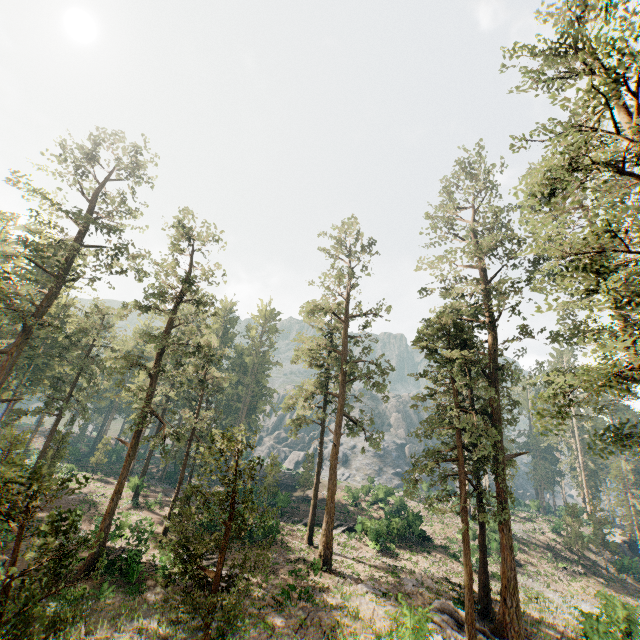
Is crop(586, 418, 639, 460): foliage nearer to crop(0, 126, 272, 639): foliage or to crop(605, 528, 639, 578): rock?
crop(0, 126, 272, 639): foliage

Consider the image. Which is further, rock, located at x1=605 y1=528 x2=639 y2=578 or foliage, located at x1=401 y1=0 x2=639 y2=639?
rock, located at x1=605 y1=528 x2=639 y2=578

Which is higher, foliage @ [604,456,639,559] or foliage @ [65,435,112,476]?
foliage @ [604,456,639,559]

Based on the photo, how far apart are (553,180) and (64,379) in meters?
62.3 m

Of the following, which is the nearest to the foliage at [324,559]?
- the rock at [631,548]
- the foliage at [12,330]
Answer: the foliage at [12,330]

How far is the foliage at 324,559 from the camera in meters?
27.3 m

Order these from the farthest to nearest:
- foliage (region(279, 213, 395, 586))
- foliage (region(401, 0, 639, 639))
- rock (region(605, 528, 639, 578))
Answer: rock (region(605, 528, 639, 578)), foliage (region(279, 213, 395, 586)), foliage (region(401, 0, 639, 639))
